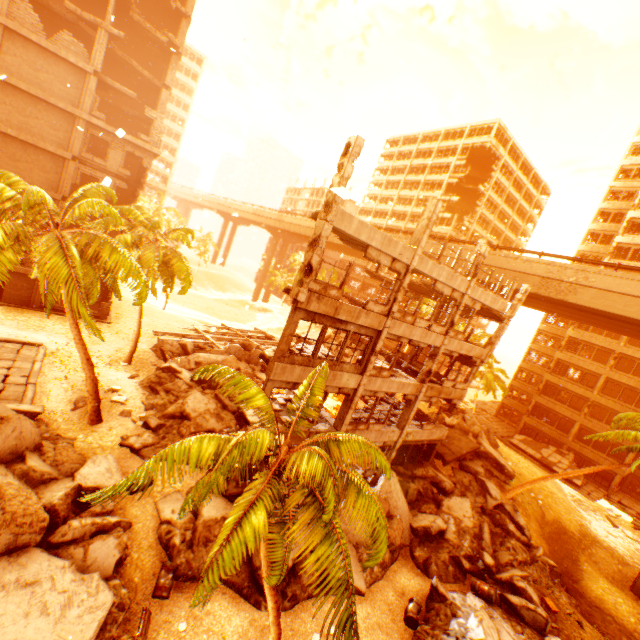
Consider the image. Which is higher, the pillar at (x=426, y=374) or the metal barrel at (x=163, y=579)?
the pillar at (x=426, y=374)

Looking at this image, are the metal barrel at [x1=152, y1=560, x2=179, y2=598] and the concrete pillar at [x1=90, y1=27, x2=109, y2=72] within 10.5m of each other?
no

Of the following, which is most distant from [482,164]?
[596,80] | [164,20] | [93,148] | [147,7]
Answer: [93,148]

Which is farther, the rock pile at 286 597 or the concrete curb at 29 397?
the concrete curb at 29 397

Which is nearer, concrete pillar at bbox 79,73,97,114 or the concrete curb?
the concrete curb

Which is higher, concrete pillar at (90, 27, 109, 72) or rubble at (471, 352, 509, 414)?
concrete pillar at (90, 27, 109, 72)

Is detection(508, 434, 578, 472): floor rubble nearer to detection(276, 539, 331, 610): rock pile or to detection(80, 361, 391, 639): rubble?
detection(276, 539, 331, 610): rock pile

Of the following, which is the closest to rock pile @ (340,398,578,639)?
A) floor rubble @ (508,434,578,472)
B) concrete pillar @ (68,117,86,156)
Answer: floor rubble @ (508,434,578,472)
